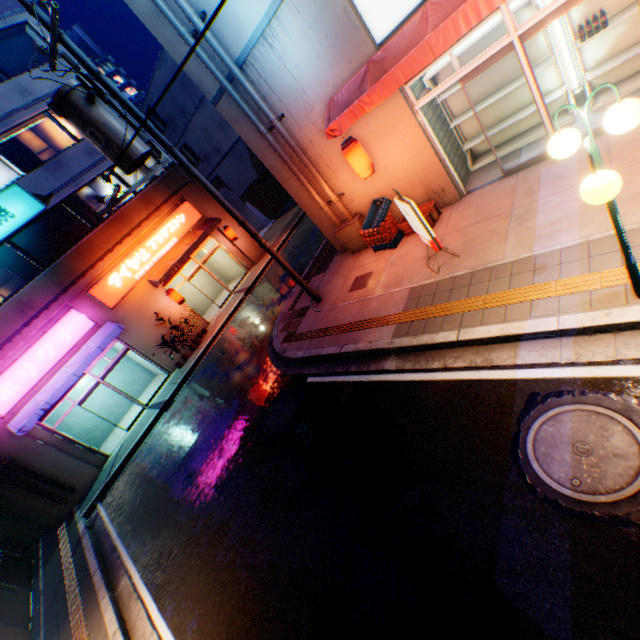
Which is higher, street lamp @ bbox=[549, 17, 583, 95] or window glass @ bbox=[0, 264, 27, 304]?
window glass @ bbox=[0, 264, 27, 304]

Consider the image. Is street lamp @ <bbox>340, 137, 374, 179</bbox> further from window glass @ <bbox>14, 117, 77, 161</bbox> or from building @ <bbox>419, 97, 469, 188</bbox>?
window glass @ <bbox>14, 117, 77, 161</bbox>

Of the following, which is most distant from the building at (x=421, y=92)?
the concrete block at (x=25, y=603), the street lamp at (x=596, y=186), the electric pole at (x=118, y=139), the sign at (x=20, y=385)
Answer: the concrete block at (x=25, y=603)

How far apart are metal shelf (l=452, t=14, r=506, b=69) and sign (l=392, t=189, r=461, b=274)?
3.2m

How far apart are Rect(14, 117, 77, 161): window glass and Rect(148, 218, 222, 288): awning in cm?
600

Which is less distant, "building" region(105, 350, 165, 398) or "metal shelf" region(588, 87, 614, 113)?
"metal shelf" region(588, 87, 614, 113)

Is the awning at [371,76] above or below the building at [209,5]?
below

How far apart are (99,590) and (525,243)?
11.8m
